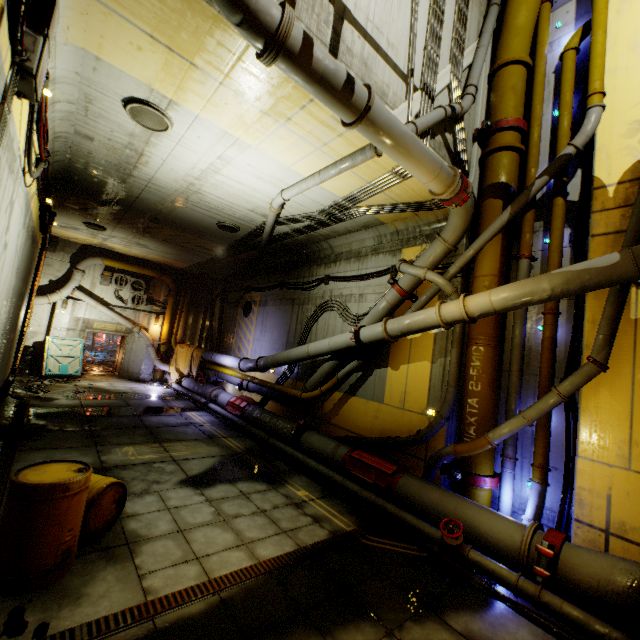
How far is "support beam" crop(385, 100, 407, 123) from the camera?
5.77m

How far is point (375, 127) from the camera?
4.88m

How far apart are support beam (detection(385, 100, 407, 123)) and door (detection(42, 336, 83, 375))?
18.2m

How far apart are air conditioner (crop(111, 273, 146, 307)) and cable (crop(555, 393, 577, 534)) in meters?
19.7

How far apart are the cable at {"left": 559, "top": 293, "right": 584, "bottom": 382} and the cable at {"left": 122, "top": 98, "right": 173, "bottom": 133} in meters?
8.3 m

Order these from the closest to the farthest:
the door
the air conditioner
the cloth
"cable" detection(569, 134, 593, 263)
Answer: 1. "cable" detection(569, 134, 593, 263)
2. the door
3. the cloth
4. the air conditioner

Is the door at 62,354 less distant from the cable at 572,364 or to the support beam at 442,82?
the support beam at 442,82

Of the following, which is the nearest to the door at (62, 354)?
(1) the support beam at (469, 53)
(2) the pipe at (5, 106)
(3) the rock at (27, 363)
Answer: (3) the rock at (27, 363)
